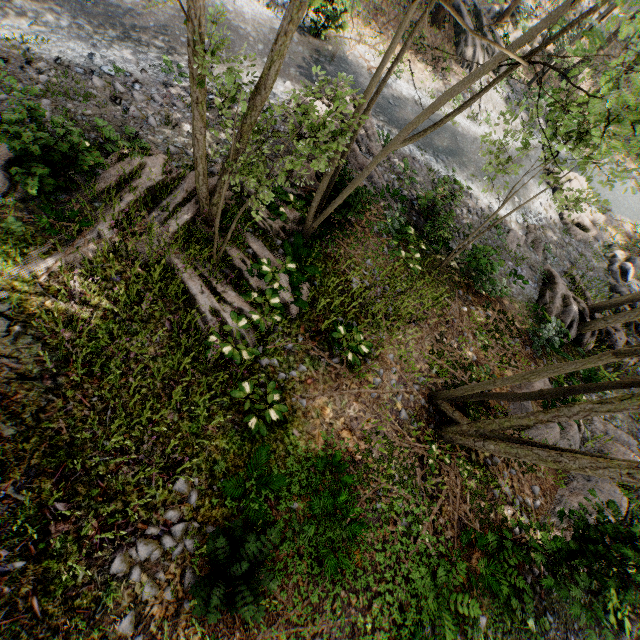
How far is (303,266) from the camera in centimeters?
1049cm

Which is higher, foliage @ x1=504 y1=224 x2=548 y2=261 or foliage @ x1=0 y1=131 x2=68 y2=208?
foliage @ x1=0 y1=131 x2=68 y2=208

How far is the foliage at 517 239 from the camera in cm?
1727

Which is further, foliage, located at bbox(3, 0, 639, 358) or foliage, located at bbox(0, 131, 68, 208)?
foliage, located at bbox(0, 131, 68, 208)

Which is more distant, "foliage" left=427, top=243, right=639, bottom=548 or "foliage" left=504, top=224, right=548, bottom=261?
"foliage" left=504, top=224, right=548, bottom=261

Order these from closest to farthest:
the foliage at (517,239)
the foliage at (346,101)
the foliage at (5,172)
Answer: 1. the foliage at (346,101)
2. the foliage at (5,172)
3. the foliage at (517,239)

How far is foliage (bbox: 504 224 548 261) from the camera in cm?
1727

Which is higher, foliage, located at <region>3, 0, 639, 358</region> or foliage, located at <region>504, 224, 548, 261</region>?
foliage, located at <region>3, 0, 639, 358</region>
